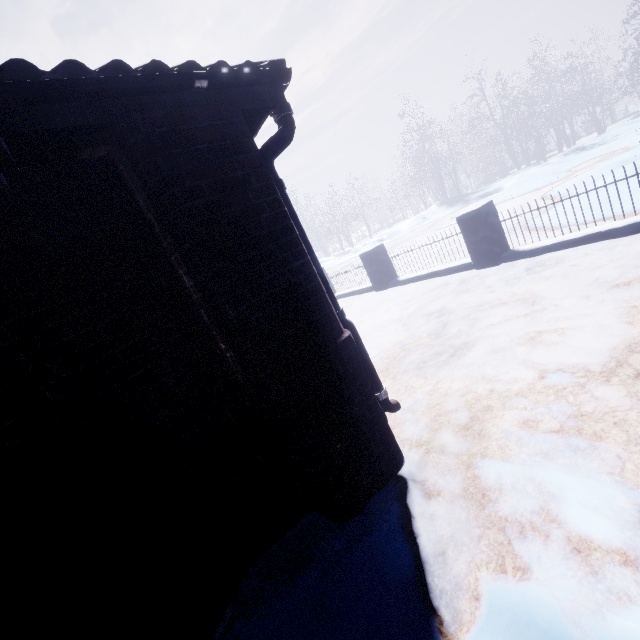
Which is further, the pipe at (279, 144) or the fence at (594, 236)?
the fence at (594, 236)

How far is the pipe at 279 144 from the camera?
1.74m

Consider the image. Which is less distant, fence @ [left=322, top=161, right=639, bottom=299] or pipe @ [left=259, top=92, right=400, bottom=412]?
pipe @ [left=259, top=92, right=400, bottom=412]

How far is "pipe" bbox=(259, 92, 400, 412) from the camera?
1.7m

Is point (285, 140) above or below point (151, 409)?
above
